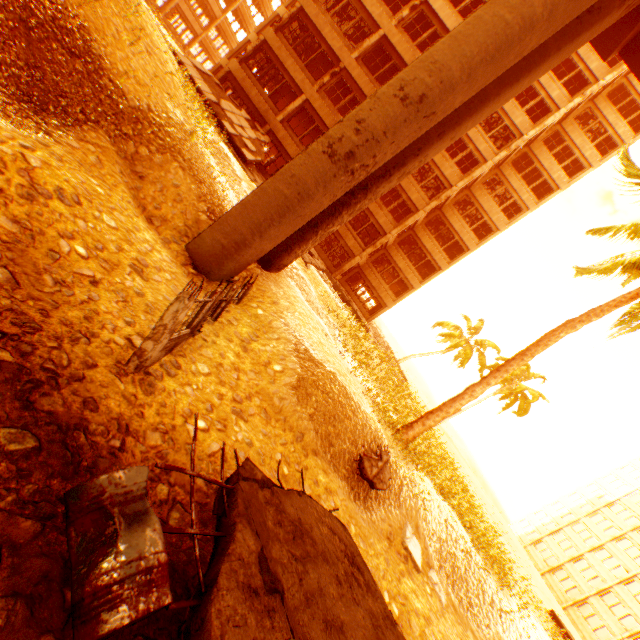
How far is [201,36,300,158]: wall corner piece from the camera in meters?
21.2

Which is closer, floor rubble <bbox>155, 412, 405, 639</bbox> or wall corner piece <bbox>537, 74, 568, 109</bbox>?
floor rubble <bbox>155, 412, 405, 639</bbox>

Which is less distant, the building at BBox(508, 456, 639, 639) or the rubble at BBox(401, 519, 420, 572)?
the rubble at BBox(401, 519, 420, 572)

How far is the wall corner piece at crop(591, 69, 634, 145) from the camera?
25.8 meters

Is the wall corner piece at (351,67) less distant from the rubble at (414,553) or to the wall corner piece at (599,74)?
the wall corner piece at (599,74)

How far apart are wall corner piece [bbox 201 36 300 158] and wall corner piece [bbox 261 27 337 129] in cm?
207

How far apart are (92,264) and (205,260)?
3.21m

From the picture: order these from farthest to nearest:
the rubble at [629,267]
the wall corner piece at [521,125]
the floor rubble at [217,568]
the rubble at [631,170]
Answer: the wall corner piece at [521,125]
the rubble at [629,267]
the rubble at [631,170]
the floor rubble at [217,568]
